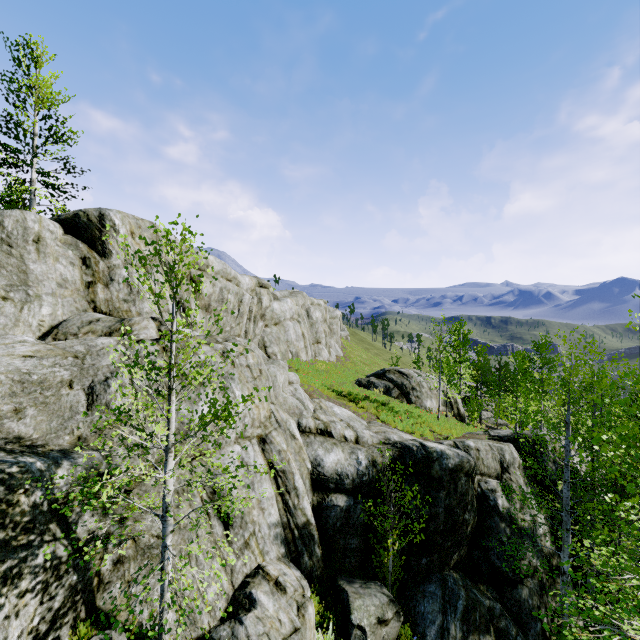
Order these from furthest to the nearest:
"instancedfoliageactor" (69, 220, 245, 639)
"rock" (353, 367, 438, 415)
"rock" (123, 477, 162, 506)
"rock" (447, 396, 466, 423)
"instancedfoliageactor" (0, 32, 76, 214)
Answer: "rock" (447, 396, 466, 423)
"rock" (353, 367, 438, 415)
"instancedfoliageactor" (0, 32, 76, 214)
"rock" (123, 477, 162, 506)
"instancedfoliageactor" (69, 220, 245, 639)

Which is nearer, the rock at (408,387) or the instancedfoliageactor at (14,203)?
the instancedfoliageactor at (14,203)

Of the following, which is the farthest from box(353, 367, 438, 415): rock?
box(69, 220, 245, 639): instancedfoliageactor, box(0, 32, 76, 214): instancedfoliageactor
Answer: box(0, 32, 76, 214): instancedfoliageactor

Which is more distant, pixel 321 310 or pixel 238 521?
pixel 321 310

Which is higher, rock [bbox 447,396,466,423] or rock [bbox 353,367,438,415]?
rock [bbox 353,367,438,415]

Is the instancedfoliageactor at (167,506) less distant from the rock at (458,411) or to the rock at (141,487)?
the rock at (141,487)

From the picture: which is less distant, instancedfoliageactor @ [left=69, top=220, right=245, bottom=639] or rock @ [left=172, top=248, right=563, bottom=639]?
instancedfoliageactor @ [left=69, top=220, right=245, bottom=639]

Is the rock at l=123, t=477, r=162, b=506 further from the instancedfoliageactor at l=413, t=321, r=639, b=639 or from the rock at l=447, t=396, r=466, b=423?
the rock at l=447, t=396, r=466, b=423
